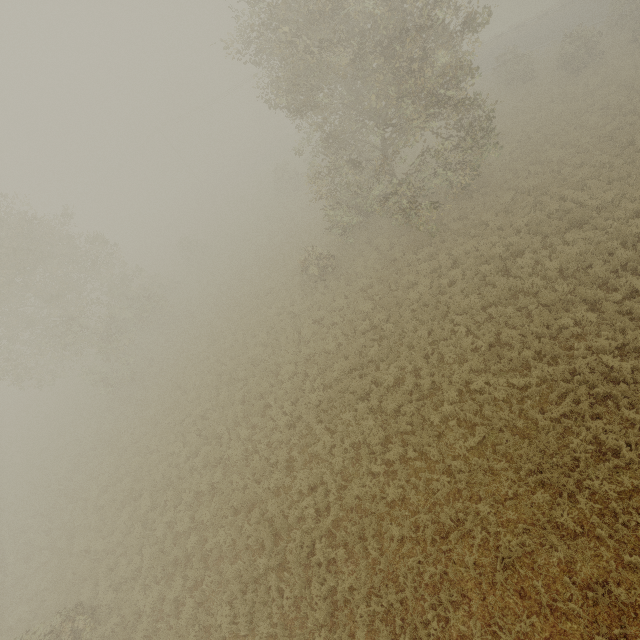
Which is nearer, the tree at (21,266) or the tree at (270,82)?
the tree at (270,82)

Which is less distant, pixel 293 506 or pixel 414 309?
pixel 293 506

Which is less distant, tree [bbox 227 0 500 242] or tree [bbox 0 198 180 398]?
tree [bbox 227 0 500 242]
